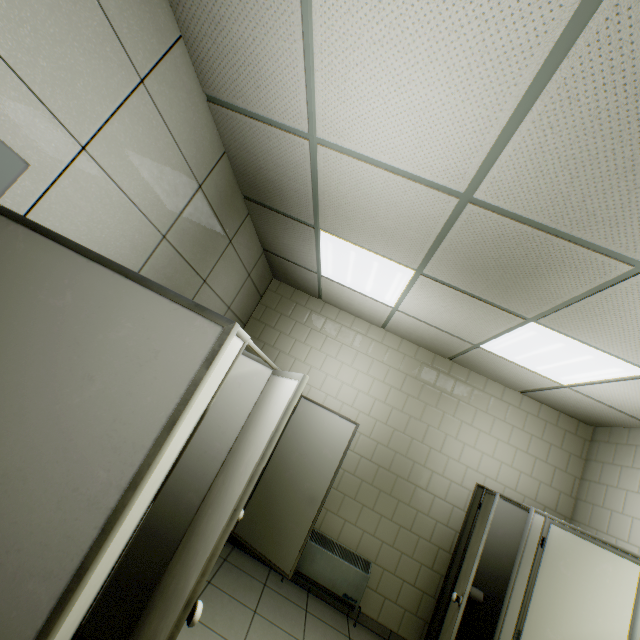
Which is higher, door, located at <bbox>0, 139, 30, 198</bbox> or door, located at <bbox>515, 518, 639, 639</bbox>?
door, located at <bbox>0, 139, 30, 198</bbox>

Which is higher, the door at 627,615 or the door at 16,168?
the door at 16,168

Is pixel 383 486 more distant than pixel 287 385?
Yes

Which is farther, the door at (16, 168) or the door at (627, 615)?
the door at (627, 615)

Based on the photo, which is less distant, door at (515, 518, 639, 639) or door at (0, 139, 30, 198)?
door at (0, 139, 30, 198)
